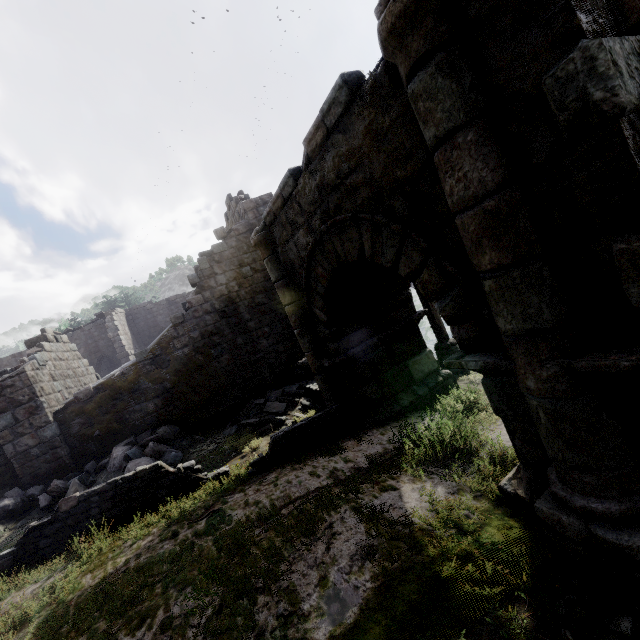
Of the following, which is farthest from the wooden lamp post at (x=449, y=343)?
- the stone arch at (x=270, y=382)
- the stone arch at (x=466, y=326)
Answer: the stone arch at (x=270, y=382)

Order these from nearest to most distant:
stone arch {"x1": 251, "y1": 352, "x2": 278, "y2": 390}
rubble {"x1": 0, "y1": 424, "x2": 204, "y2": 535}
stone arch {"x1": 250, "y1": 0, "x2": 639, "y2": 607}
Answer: stone arch {"x1": 250, "y1": 0, "x2": 639, "y2": 607} < rubble {"x1": 0, "y1": 424, "x2": 204, "y2": 535} < stone arch {"x1": 251, "y1": 352, "x2": 278, "y2": 390}

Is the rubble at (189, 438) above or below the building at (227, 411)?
below

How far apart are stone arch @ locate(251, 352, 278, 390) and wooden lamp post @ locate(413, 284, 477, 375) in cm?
600

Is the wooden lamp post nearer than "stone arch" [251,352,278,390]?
Yes

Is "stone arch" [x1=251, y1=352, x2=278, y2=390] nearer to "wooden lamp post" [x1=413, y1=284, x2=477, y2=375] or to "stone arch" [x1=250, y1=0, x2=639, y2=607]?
"stone arch" [x1=250, y1=0, x2=639, y2=607]

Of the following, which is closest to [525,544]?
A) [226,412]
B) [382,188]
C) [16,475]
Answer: [382,188]

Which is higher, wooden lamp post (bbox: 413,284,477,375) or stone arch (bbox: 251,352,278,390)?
stone arch (bbox: 251,352,278,390)
